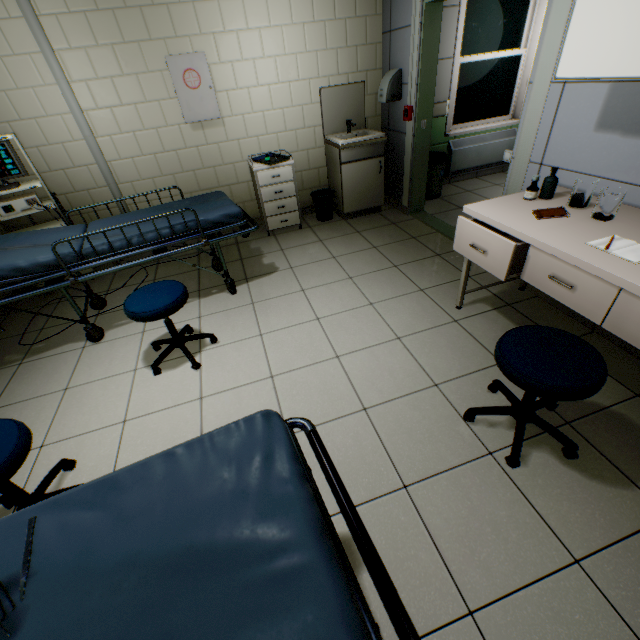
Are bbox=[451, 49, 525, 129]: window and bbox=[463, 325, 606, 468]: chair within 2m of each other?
no

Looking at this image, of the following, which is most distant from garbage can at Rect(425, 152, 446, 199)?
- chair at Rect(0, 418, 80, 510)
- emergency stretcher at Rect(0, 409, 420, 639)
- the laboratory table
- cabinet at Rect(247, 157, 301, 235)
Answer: chair at Rect(0, 418, 80, 510)

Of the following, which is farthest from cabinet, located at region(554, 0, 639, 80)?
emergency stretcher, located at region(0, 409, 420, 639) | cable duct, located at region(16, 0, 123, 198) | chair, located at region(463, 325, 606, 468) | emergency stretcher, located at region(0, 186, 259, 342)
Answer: cable duct, located at region(16, 0, 123, 198)

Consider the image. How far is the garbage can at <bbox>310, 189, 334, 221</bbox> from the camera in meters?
4.3 m

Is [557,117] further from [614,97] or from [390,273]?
[390,273]

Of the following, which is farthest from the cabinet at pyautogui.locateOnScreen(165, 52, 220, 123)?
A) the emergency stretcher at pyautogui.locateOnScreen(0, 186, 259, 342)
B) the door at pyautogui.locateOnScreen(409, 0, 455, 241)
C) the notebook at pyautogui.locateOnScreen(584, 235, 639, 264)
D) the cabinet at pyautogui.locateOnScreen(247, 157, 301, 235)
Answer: the notebook at pyautogui.locateOnScreen(584, 235, 639, 264)

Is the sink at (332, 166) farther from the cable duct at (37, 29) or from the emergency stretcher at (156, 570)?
the emergency stretcher at (156, 570)

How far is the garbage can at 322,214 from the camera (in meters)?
4.29
